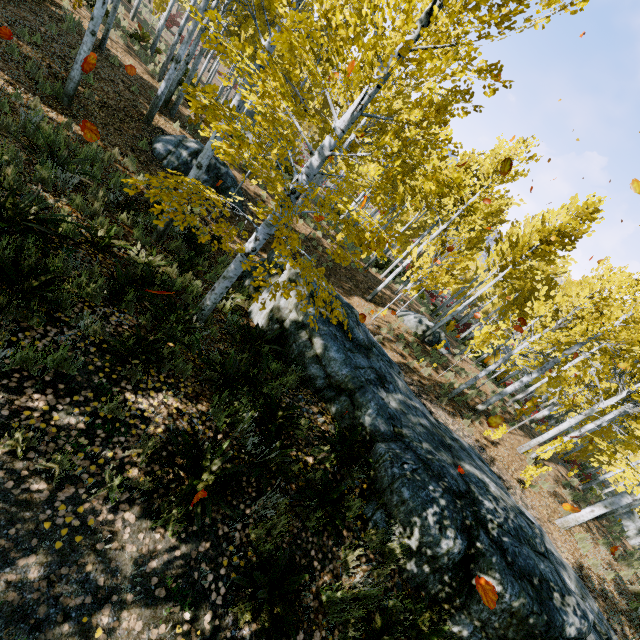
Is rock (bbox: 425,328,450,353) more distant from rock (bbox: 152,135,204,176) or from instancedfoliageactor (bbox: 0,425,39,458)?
rock (bbox: 152,135,204,176)

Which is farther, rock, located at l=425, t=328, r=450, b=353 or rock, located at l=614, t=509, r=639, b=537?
rock, located at l=614, t=509, r=639, b=537

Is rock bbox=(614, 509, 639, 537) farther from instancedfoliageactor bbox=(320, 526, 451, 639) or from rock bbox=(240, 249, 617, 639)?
rock bbox=(240, 249, 617, 639)

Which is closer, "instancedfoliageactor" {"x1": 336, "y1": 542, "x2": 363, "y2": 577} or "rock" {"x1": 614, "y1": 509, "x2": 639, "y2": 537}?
"instancedfoliageactor" {"x1": 336, "y1": 542, "x2": 363, "y2": 577}

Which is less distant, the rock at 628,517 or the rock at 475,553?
the rock at 475,553

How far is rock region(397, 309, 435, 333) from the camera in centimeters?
1742cm

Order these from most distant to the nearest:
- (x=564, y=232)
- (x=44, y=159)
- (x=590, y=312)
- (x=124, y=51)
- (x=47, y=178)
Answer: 1. (x=124, y=51)
2. (x=564, y=232)
3. (x=590, y=312)
4. (x=44, y=159)
5. (x=47, y=178)

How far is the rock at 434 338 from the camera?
17.4m
